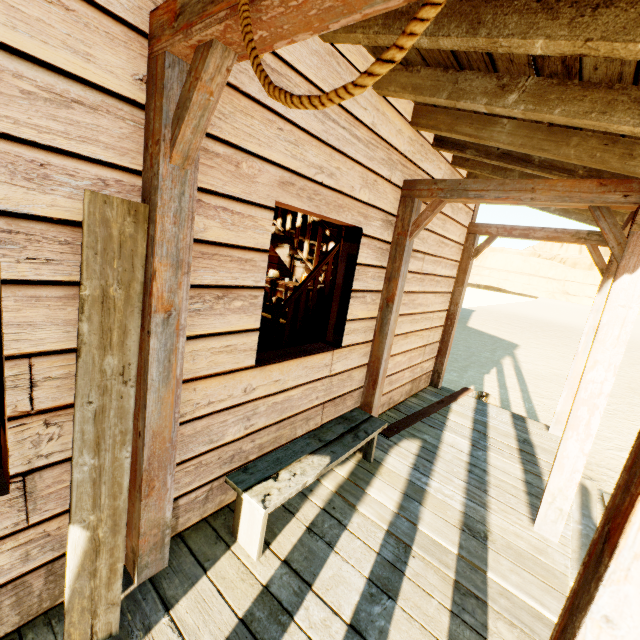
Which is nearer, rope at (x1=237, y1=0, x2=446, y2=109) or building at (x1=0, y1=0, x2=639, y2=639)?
rope at (x1=237, y1=0, x2=446, y2=109)

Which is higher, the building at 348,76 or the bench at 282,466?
the building at 348,76

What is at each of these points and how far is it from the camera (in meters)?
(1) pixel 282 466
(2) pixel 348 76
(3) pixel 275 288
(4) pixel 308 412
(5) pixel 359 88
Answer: (1) bench, 2.28
(2) building, 2.27
(3) piano, 5.49
(4) building, 2.96
(5) rope, 0.70

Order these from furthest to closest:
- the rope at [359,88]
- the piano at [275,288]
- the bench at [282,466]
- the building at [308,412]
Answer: the piano at [275,288]
the bench at [282,466]
the building at [308,412]
the rope at [359,88]

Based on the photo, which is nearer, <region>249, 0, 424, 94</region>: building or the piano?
<region>249, 0, 424, 94</region>: building

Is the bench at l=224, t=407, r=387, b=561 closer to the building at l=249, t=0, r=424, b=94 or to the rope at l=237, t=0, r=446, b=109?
the building at l=249, t=0, r=424, b=94

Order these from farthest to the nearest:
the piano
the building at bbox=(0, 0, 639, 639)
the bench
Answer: the piano
the bench
the building at bbox=(0, 0, 639, 639)

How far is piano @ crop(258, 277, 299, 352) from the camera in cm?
530
